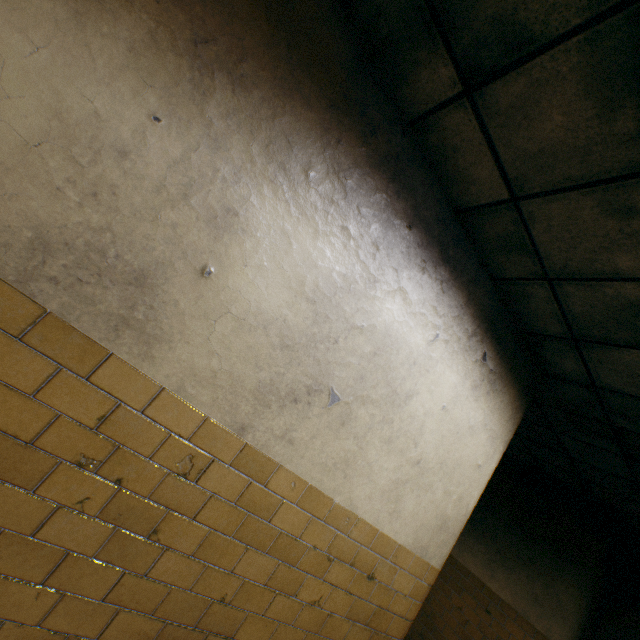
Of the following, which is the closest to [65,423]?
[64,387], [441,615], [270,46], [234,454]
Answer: [64,387]
